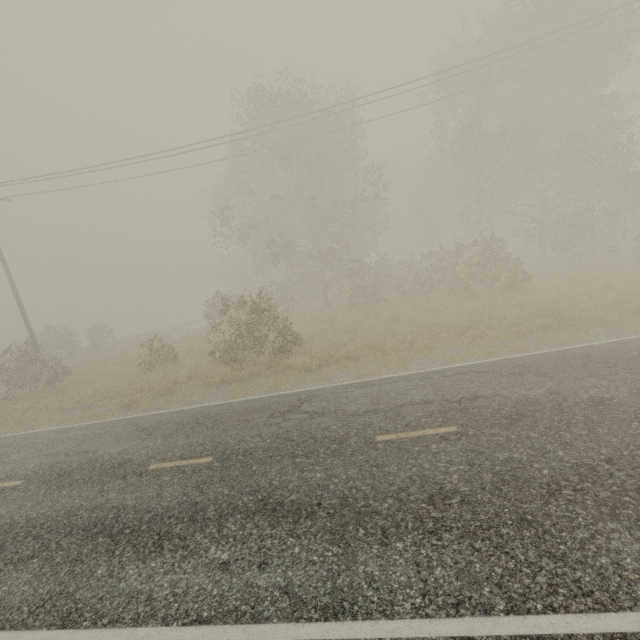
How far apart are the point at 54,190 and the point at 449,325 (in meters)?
23.42
